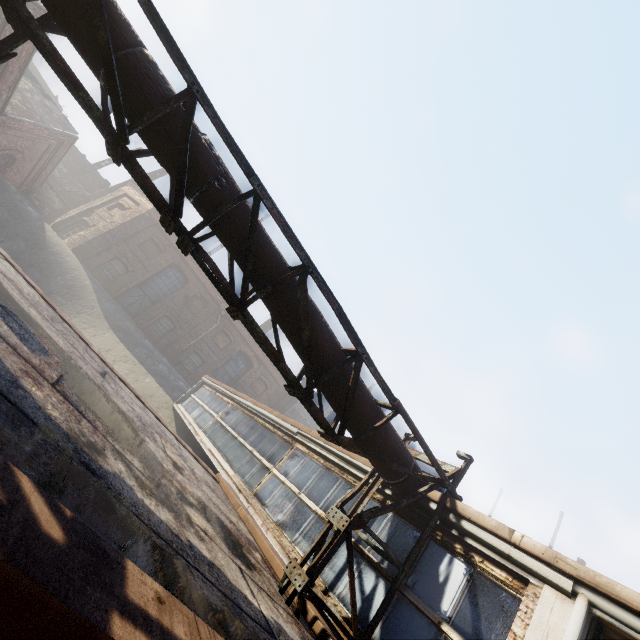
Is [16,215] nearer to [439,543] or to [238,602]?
[238,602]

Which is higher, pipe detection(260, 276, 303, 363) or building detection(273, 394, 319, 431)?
building detection(273, 394, 319, 431)

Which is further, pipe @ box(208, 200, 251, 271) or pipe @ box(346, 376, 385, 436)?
pipe @ box(346, 376, 385, 436)

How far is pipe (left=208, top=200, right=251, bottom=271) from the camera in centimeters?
380cm

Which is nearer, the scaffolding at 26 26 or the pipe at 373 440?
the scaffolding at 26 26

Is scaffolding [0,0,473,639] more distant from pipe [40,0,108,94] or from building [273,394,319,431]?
building [273,394,319,431]

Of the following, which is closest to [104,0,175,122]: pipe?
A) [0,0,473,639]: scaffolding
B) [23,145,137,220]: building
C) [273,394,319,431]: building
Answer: [0,0,473,639]: scaffolding

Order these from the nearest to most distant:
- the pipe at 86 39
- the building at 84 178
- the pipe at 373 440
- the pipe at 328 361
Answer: the pipe at 86 39 → the pipe at 328 361 → the pipe at 373 440 → the building at 84 178
